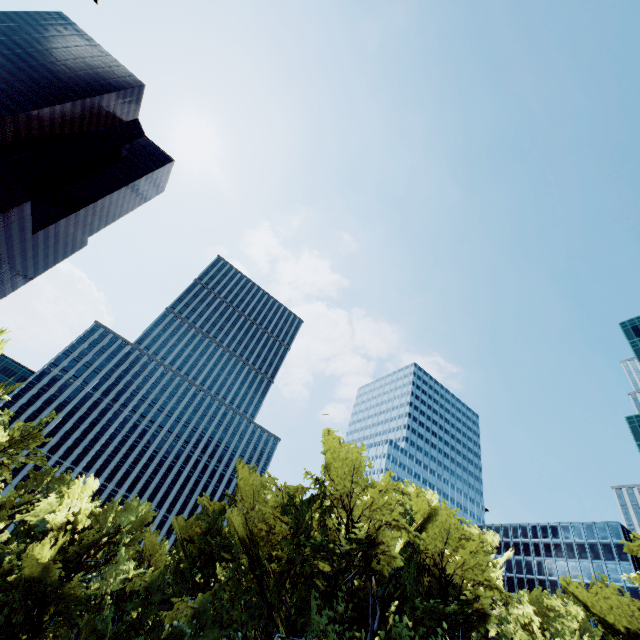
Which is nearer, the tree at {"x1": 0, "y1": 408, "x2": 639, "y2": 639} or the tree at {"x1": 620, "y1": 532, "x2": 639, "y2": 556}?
the tree at {"x1": 620, "y1": 532, "x2": 639, "y2": 556}

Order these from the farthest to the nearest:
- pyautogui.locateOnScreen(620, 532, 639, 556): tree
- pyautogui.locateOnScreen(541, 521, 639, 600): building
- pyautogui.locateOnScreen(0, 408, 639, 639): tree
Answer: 1. pyautogui.locateOnScreen(541, 521, 639, 600): building
2. pyautogui.locateOnScreen(0, 408, 639, 639): tree
3. pyautogui.locateOnScreen(620, 532, 639, 556): tree

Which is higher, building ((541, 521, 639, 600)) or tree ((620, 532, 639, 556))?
building ((541, 521, 639, 600))

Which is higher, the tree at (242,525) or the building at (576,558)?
the building at (576,558)

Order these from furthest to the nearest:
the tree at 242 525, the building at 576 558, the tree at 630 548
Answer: the building at 576 558
the tree at 242 525
the tree at 630 548

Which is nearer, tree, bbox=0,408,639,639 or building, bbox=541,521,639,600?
tree, bbox=0,408,639,639

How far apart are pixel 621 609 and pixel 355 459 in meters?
12.6
